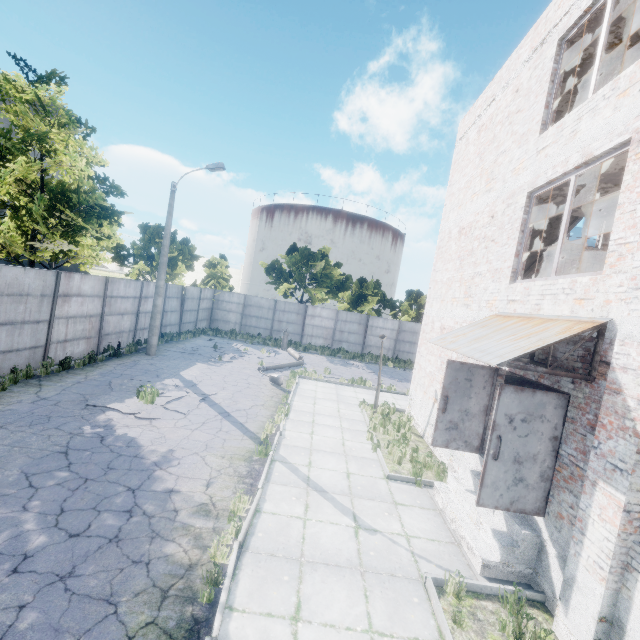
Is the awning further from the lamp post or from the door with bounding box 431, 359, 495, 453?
the lamp post

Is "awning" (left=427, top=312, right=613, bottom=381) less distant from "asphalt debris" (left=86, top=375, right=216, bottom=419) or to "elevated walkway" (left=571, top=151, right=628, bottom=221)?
"elevated walkway" (left=571, top=151, right=628, bottom=221)

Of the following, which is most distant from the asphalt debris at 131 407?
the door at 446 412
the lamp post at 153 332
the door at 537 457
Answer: the door at 537 457

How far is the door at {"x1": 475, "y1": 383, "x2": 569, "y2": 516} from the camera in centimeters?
541cm

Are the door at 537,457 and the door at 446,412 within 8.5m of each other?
yes

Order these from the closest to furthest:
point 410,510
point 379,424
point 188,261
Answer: point 410,510, point 379,424, point 188,261

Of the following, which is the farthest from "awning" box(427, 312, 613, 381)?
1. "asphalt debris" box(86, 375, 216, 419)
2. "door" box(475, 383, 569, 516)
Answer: "asphalt debris" box(86, 375, 216, 419)

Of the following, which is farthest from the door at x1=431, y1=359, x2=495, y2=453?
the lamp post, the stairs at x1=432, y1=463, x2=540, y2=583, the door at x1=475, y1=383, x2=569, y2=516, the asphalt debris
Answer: the lamp post
